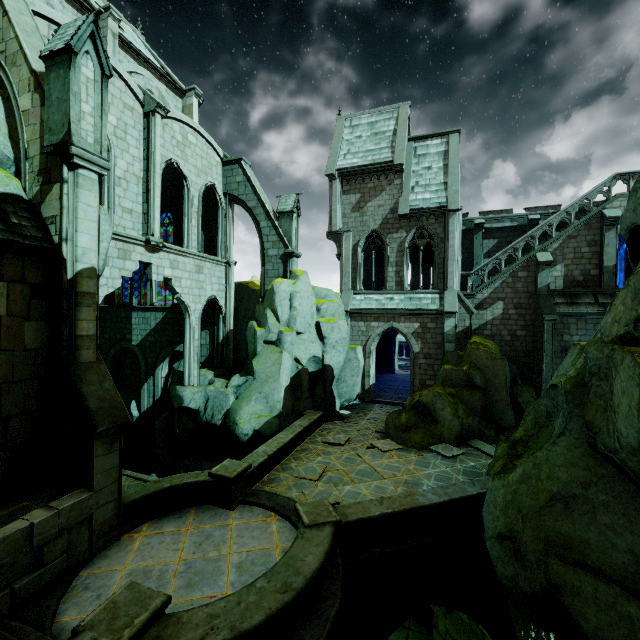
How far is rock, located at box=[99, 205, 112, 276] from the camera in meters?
12.0 m

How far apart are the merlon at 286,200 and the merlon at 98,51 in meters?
11.0 m

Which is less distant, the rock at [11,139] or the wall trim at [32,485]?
the wall trim at [32,485]

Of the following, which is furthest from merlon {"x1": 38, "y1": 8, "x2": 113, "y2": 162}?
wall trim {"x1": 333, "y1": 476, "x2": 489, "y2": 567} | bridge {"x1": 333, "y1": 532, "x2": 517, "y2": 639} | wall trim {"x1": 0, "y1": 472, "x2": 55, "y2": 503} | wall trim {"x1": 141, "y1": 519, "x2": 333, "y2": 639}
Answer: bridge {"x1": 333, "y1": 532, "x2": 517, "y2": 639}

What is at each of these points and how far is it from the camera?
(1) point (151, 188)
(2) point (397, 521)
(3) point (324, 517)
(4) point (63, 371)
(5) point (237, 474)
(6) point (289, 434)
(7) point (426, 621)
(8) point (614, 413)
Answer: (1) building, 14.7m
(2) wall trim, 8.5m
(3) column base, 7.8m
(4) buttress, 7.6m
(5) column base, 9.6m
(6) wall trim, 13.6m
(7) rock, 13.6m
(8) rock, 5.6m

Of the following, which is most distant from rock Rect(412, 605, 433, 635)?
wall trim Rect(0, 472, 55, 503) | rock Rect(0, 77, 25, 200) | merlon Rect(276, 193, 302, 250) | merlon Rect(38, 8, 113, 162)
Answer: merlon Rect(38, 8, 113, 162)

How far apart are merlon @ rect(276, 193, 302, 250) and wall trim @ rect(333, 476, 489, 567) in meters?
13.8

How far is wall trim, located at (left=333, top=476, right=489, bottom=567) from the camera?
8.04m
